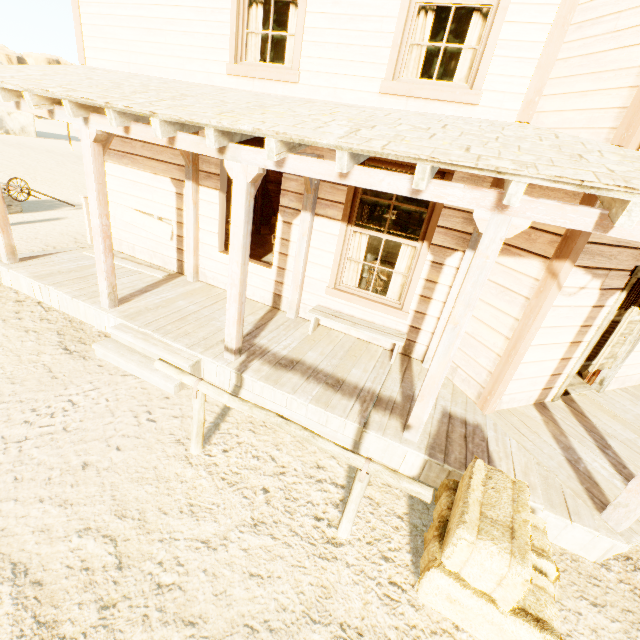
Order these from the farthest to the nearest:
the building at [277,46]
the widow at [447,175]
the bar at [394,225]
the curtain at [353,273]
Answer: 1. the bar at [394,225]
2. the building at [277,46]
3. the curtain at [353,273]
4. the widow at [447,175]

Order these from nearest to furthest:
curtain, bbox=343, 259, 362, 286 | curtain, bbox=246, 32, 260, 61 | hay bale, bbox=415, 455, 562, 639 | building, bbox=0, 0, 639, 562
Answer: hay bale, bbox=415, 455, 562, 639, building, bbox=0, 0, 639, 562, curtain, bbox=246, 32, 260, 61, curtain, bbox=343, 259, 362, 286

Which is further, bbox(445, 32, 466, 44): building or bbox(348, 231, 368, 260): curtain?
bbox(445, 32, 466, 44): building

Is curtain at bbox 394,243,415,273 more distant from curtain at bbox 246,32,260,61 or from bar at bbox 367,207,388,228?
bar at bbox 367,207,388,228

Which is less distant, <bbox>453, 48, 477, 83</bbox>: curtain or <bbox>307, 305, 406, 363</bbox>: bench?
<bbox>453, 48, 477, 83</bbox>: curtain

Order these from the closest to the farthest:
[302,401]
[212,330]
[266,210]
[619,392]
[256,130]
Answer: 1. [256,130]
2. [302,401]
3. [212,330]
4. [619,392]
5. [266,210]

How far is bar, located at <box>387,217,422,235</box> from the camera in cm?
1085

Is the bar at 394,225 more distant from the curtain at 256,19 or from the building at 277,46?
the curtain at 256,19
